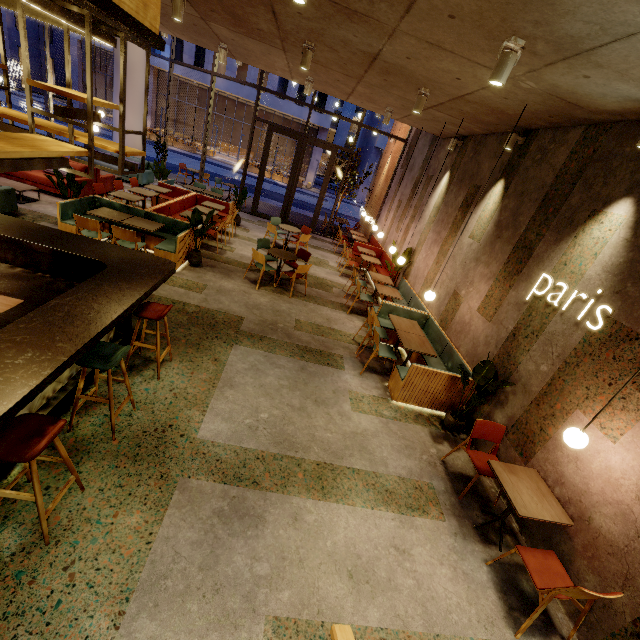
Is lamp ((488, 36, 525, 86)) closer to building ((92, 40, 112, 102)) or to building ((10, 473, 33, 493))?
building ((10, 473, 33, 493))

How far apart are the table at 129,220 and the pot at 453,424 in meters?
6.7

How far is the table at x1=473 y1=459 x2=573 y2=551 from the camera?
3.2m

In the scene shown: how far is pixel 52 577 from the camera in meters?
2.3 m

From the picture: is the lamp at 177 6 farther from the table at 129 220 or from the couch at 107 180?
the couch at 107 180

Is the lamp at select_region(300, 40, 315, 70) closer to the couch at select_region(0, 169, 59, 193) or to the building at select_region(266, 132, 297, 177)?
the couch at select_region(0, 169, 59, 193)

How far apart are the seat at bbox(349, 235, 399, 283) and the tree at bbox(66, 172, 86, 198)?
7.8 meters

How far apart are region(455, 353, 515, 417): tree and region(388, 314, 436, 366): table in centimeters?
62cm
